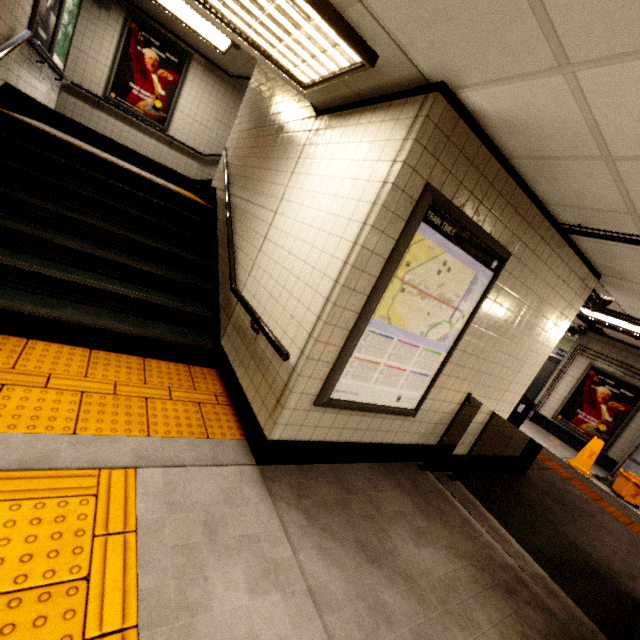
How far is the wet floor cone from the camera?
6.6m

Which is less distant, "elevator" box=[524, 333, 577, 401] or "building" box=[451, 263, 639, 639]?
→ "building" box=[451, 263, 639, 639]

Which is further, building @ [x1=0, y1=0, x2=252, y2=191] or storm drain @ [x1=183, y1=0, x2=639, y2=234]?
building @ [x1=0, y1=0, x2=252, y2=191]

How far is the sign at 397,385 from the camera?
2.3m

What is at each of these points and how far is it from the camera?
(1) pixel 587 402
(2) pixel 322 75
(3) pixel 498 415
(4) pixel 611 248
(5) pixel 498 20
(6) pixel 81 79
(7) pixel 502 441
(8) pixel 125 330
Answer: (1) sign, 8.3 meters
(2) fluorescent light, 2.4 meters
(3) building, 4.3 meters
(4) storm drain, 3.1 meters
(5) storm drain, 1.4 meters
(6) building, 6.7 meters
(7) trash can, 4.8 meters
(8) stairs, 3.2 meters

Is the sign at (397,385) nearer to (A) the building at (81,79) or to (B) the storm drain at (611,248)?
(B) the storm drain at (611,248)

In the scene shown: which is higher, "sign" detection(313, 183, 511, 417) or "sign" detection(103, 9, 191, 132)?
"sign" detection(103, 9, 191, 132)

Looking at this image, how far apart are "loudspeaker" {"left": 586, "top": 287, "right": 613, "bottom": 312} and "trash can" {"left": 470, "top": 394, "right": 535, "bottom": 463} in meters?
1.5
